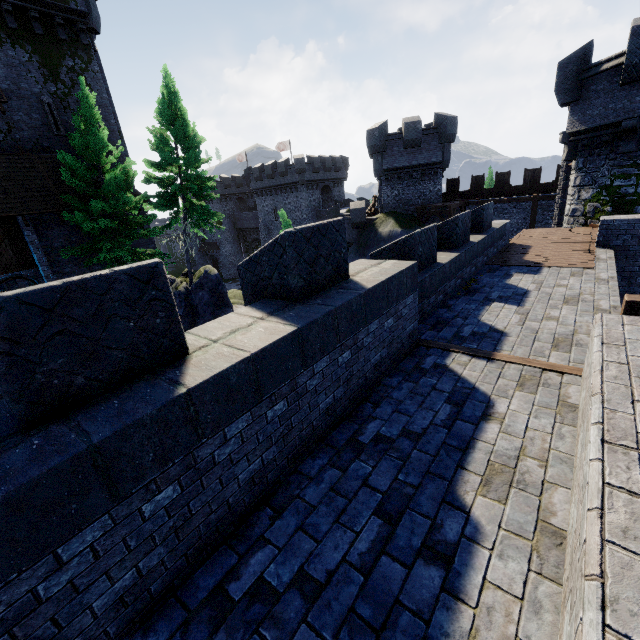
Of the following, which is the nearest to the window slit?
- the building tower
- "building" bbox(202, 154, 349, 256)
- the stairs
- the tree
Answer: the tree

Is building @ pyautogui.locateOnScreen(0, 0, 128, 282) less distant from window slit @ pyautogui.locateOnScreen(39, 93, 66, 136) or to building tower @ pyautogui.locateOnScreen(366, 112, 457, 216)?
window slit @ pyautogui.locateOnScreen(39, 93, 66, 136)

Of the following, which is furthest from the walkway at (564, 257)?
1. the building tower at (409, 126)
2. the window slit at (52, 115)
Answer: the window slit at (52, 115)

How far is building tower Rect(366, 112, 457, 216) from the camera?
25.1 meters

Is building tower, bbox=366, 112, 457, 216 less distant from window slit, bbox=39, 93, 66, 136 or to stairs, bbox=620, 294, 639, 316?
stairs, bbox=620, 294, 639, 316

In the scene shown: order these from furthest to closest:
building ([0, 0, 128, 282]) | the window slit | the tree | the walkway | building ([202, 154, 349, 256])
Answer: building ([202, 154, 349, 256])
the window slit
building ([0, 0, 128, 282])
the tree
the walkway

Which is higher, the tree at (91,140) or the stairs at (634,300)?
the tree at (91,140)

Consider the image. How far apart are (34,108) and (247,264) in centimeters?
2476cm
